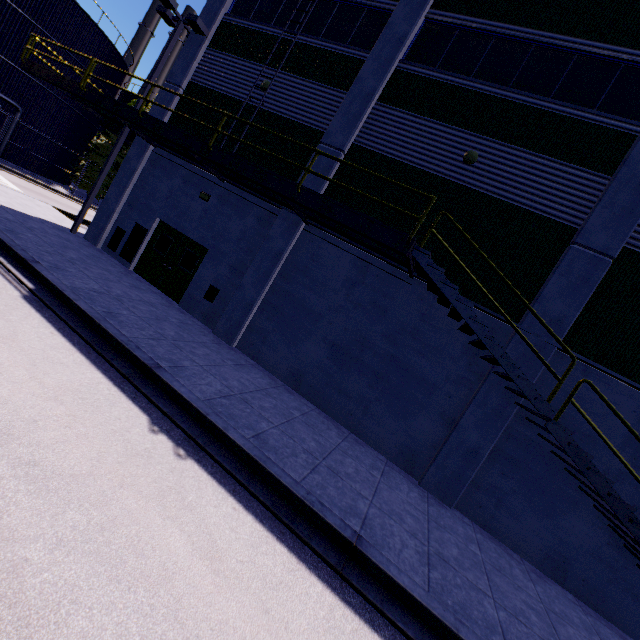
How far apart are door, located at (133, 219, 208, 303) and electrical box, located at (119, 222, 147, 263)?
0.1m

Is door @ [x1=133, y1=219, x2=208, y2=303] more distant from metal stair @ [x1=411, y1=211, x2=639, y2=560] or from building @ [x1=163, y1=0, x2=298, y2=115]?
metal stair @ [x1=411, y1=211, x2=639, y2=560]

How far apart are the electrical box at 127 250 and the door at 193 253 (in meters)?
0.09

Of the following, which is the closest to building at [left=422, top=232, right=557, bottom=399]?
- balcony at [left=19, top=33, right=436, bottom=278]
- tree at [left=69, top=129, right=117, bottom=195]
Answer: balcony at [left=19, top=33, right=436, bottom=278]

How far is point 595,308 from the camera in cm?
798

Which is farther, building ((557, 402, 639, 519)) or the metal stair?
building ((557, 402, 639, 519))

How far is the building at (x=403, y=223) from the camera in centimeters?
973cm

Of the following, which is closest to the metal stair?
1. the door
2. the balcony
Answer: the balcony
